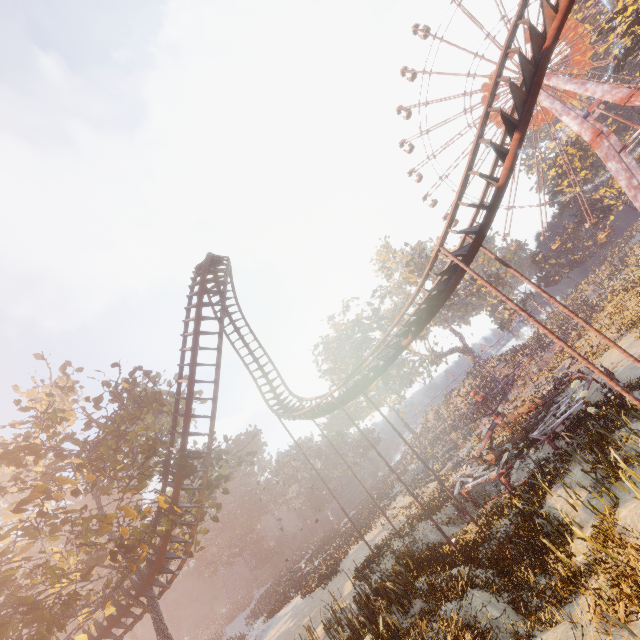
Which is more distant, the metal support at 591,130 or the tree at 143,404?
the metal support at 591,130

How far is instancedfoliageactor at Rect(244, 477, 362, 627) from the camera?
28.4 meters

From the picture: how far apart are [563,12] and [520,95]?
2.80m

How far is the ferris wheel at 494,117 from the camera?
46.81m

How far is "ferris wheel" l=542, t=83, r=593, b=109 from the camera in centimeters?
3972cm

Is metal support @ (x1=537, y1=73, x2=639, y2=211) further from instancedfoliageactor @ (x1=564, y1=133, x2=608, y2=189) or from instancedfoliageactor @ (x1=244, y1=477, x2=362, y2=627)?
instancedfoliageactor @ (x1=244, y1=477, x2=362, y2=627)

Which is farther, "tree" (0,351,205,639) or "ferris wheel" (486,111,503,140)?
"ferris wheel" (486,111,503,140)

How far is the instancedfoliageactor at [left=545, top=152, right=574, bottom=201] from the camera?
50.75m
